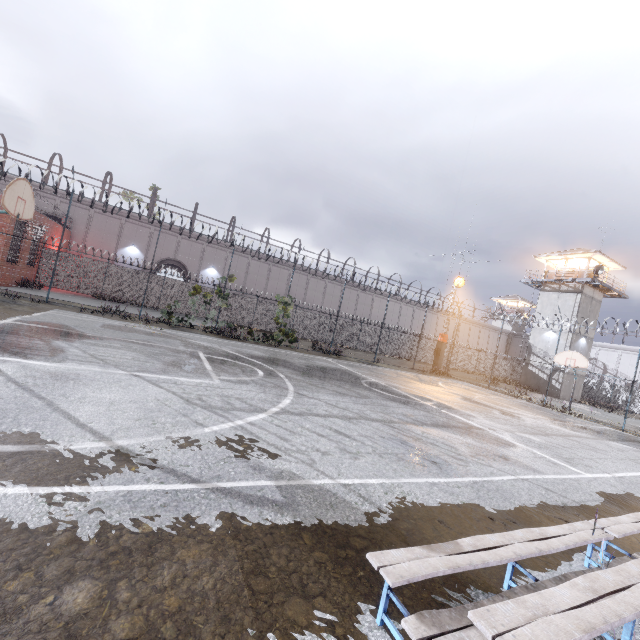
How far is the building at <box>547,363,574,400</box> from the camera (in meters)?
31.77

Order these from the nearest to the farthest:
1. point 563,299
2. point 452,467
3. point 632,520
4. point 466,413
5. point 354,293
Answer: point 632,520 → point 452,467 → point 466,413 → point 563,299 → point 354,293

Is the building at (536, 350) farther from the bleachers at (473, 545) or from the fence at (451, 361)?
the bleachers at (473, 545)

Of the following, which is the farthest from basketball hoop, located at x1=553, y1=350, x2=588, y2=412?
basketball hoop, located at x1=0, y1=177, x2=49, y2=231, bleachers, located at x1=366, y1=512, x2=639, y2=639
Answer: basketball hoop, located at x1=0, y1=177, x2=49, y2=231

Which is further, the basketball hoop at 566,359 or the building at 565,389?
the building at 565,389

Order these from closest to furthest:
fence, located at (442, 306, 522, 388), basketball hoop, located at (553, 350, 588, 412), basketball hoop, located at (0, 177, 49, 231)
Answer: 1. basketball hoop, located at (0, 177, 49, 231)
2. basketball hoop, located at (553, 350, 588, 412)
3. fence, located at (442, 306, 522, 388)

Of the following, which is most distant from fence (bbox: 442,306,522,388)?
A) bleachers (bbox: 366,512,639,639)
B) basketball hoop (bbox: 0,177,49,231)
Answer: bleachers (bbox: 366,512,639,639)

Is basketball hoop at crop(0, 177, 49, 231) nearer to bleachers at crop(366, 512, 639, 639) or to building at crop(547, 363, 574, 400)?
bleachers at crop(366, 512, 639, 639)
